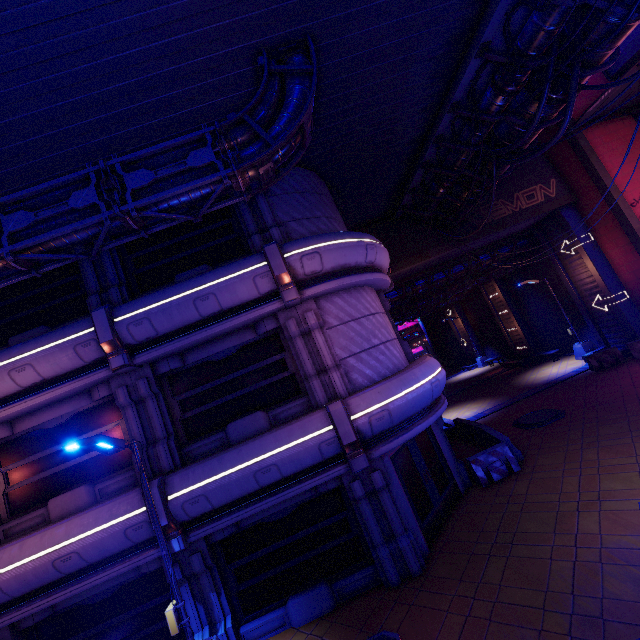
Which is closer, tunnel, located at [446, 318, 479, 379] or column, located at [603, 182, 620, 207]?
column, located at [603, 182, 620, 207]

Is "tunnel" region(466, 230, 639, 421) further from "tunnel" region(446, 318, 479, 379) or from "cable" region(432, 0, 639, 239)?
"tunnel" region(446, 318, 479, 379)

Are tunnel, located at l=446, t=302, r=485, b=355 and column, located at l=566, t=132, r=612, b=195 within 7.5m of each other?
no

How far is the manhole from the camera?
13.6m

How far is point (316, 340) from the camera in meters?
9.3

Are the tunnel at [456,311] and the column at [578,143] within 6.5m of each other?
no

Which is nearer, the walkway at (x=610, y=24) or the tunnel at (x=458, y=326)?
the walkway at (x=610, y=24)

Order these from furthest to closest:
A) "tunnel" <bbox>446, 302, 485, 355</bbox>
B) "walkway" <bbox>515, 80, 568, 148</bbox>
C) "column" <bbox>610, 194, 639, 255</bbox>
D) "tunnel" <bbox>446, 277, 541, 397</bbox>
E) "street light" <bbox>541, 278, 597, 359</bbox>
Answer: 1. "tunnel" <bbox>446, 302, 485, 355</bbox>
2. "tunnel" <bbox>446, 277, 541, 397</bbox>
3. "street light" <bbox>541, 278, 597, 359</bbox>
4. "column" <bbox>610, 194, 639, 255</bbox>
5. "walkway" <bbox>515, 80, 568, 148</bbox>
